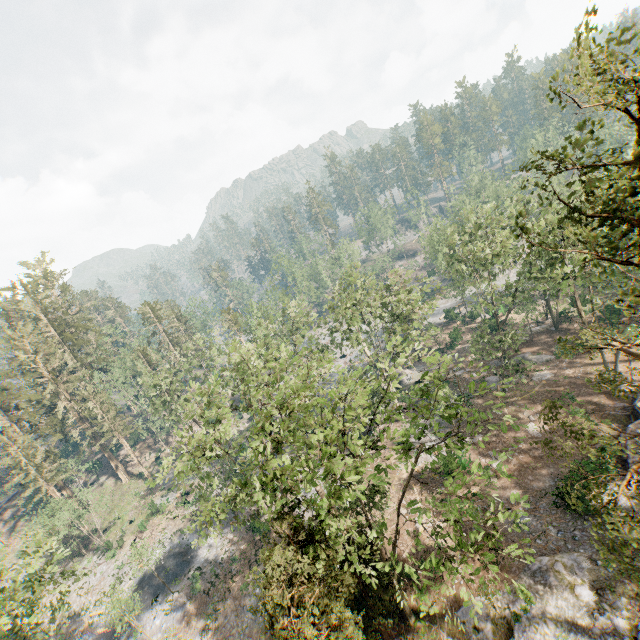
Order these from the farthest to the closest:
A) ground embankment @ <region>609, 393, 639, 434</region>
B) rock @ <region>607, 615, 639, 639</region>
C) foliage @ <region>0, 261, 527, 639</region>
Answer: ground embankment @ <region>609, 393, 639, 434</region>
rock @ <region>607, 615, 639, 639</region>
foliage @ <region>0, 261, 527, 639</region>

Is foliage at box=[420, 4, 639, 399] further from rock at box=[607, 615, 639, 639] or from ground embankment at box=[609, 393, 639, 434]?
ground embankment at box=[609, 393, 639, 434]

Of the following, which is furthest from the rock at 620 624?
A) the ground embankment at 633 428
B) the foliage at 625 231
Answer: the ground embankment at 633 428

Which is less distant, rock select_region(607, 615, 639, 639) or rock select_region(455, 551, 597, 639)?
rock select_region(607, 615, 639, 639)

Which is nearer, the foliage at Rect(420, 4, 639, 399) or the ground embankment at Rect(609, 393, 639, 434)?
the foliage at Rect(420, 4, 639, 399)

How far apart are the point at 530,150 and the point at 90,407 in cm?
5808
